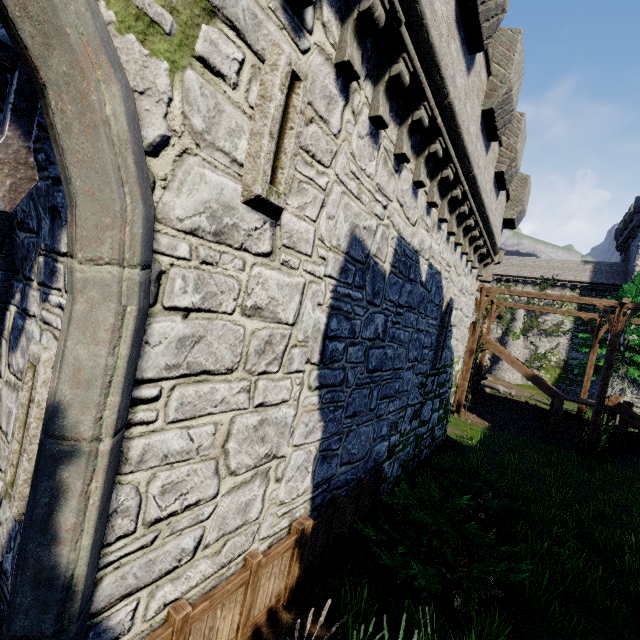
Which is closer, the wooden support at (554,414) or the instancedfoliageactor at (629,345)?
the wooden support at (554,414)

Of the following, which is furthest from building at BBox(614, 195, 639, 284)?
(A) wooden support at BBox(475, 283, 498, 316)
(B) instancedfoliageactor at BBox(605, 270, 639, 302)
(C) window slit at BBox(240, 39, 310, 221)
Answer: (C) window slit at BBox(240, 39, 310, 221)

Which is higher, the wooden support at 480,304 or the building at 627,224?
the building at 627,224

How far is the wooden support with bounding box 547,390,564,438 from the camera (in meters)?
17.48

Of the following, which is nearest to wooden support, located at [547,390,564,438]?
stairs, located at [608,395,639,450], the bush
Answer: stairs, located at [608,395,639,450]

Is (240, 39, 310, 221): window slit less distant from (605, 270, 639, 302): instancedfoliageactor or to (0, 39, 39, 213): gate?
(0, 39, 39, 213): gate

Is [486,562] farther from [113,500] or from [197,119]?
[197,119]

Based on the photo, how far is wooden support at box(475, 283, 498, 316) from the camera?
18.5 meters
